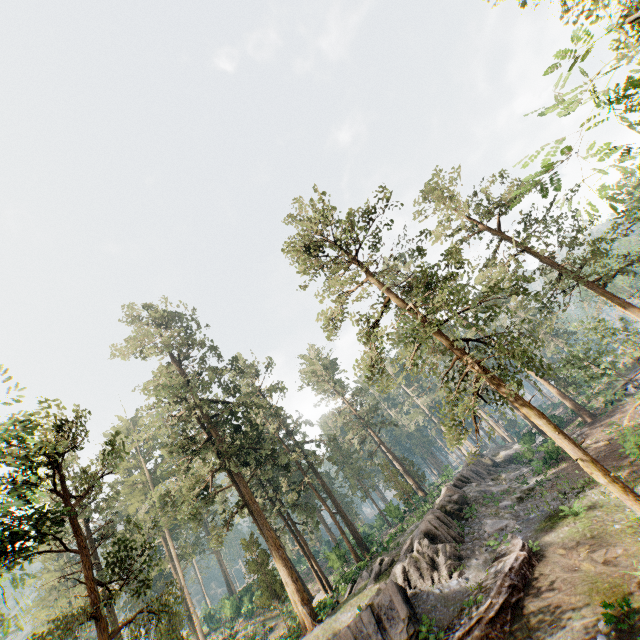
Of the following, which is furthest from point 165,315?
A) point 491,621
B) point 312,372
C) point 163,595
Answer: point 491,621

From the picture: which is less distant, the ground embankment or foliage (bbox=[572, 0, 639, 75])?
foliage (bbox=[572, 0, 639, 75])

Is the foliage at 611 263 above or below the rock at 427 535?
above

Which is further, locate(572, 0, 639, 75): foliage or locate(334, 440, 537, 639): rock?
locate(334, 440, 537, 639): rock

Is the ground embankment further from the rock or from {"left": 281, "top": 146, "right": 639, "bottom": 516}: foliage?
{"left": 281, "top": 146, "right": 639, "bottom": 516}: foliage

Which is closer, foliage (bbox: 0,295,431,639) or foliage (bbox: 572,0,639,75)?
foliage (bbox: 572,0,639,75)

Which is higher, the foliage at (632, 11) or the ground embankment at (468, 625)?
the foliage at (632, 11)

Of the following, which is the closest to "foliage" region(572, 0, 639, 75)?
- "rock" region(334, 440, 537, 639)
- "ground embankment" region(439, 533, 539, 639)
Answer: "rock" region(334, 440, 537, 639)
